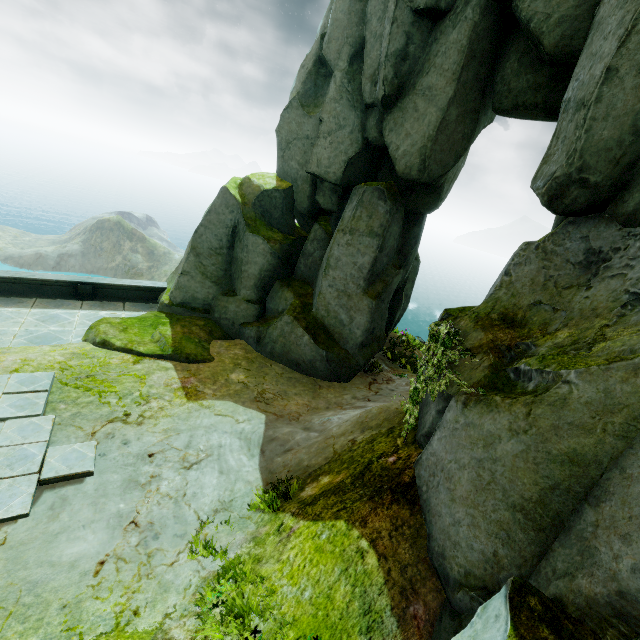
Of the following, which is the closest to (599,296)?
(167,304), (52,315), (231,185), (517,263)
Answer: (517,263)
